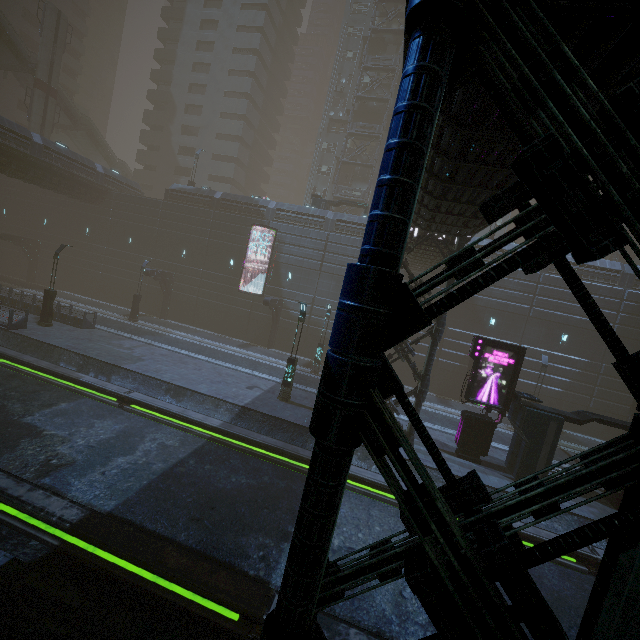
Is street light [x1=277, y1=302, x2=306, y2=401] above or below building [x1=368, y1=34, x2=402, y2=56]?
below

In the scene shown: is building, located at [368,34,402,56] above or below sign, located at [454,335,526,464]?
above

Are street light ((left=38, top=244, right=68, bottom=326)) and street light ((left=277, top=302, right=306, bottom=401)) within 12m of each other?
no

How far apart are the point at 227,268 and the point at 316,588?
31.8m

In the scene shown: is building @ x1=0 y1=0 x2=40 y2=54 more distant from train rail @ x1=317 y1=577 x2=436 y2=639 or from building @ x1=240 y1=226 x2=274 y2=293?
train rail @ x1=317 y1=577 x2=436 y2=639

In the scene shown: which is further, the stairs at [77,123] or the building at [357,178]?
the building at [357,178]

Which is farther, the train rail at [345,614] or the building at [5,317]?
the building at [5,317]

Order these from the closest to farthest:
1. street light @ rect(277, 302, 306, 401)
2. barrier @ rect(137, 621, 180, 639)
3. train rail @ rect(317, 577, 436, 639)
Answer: barrier @ rect(137, 621, 180, 639) < train rail @ rect(317, 577, 436, 639) < street light @ rect(277, 302, 306, 401)
